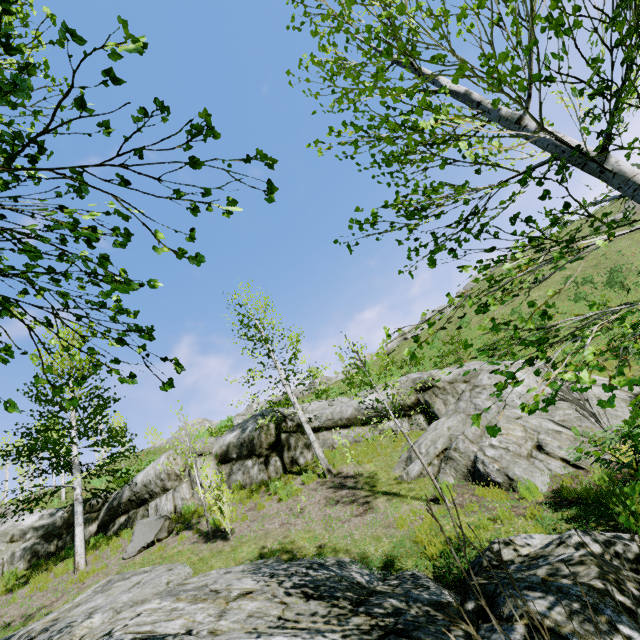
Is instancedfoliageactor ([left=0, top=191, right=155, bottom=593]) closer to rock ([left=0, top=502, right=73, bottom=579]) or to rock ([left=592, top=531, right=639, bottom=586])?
rock ([left=592, top=531, right=639, bottom=586])

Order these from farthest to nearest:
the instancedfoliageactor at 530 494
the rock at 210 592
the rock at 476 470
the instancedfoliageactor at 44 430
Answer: the rock at 476 470, the instancedfoliageactor at 530 494, the rock at 210 592, the instancedfoliageactor at 44 430

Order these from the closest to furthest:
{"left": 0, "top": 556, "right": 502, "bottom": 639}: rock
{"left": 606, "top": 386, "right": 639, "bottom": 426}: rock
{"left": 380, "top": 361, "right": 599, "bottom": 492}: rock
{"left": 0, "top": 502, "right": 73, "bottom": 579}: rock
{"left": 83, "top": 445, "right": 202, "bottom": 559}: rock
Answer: {"left": 0, "top": 556, "right": 502, "bottom": 639}: rock, {"left": 380, "top": 361, "right": 599, "bottom": 492}: rock, {"left": 606, "top": 386, "right": 639, "bottom": 426}: rock, {"left": 83, "top": 445, "right": 202, "bottom": 559}: rock, {"left": 0, "top": 502, "right": 73, "bottom": 579}: rock

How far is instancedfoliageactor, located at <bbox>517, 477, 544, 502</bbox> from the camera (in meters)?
6.45

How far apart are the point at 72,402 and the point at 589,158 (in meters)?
3.70

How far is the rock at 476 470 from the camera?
7.4 meters
